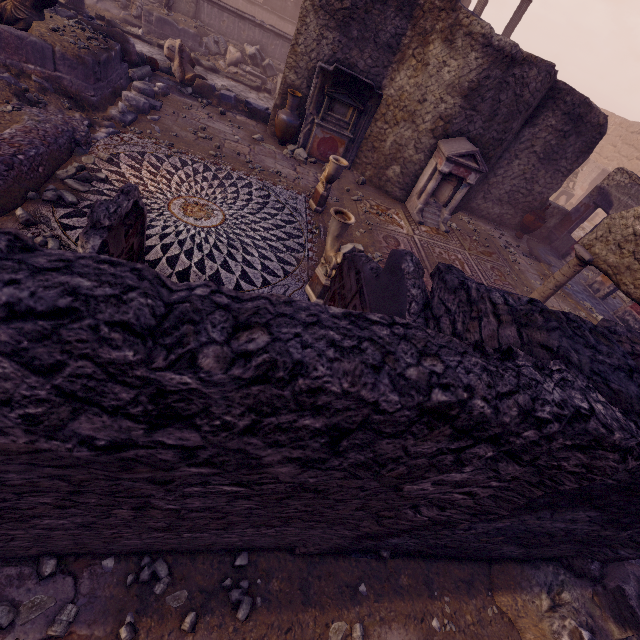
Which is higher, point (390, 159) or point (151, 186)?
point (390, 159)

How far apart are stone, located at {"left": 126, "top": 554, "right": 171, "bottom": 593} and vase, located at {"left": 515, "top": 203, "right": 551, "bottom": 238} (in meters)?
13.04

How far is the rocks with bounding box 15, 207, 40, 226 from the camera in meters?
4.0

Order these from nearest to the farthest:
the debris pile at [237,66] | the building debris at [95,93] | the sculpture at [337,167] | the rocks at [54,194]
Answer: the rocks at [54,194] < the building debris at [95,93] < the sculpture at [337,167] < the debris pile at [237,66]

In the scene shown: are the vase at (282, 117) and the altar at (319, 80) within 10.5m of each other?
yes

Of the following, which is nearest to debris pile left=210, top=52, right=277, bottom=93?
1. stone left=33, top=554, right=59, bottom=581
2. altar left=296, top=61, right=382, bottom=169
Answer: altar left=296, top=61, right=382, bottom=169

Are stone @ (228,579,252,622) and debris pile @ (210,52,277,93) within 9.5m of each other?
no

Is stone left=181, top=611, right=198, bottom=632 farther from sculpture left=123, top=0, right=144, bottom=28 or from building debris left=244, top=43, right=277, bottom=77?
sculpture left=123, top=0, right=144, bottom=28
